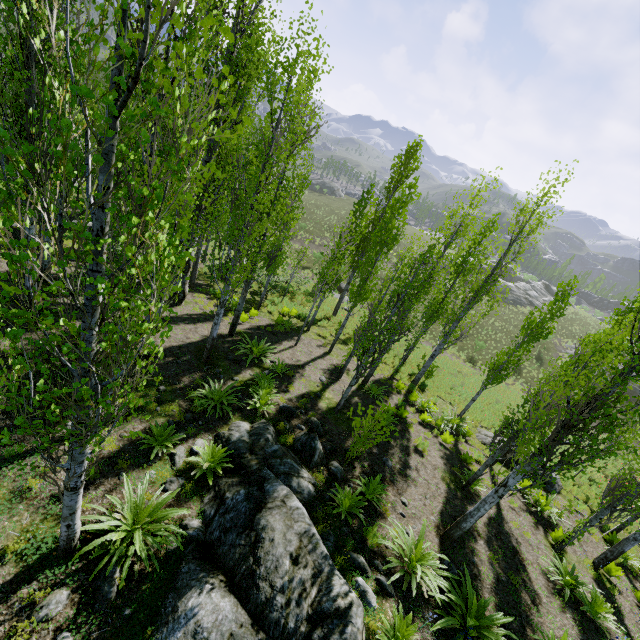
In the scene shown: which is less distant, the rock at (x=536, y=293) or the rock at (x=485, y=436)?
the rock at (x=485, y=436)

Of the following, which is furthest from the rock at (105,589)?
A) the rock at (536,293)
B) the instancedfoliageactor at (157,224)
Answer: the rock at (536,293)

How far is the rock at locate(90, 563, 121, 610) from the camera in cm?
470

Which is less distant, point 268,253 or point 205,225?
point 205,225

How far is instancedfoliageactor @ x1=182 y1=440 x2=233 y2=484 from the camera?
7.10m

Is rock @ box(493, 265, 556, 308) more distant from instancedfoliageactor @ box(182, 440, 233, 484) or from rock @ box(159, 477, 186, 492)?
rock @ box(159, 477, 186, 492)

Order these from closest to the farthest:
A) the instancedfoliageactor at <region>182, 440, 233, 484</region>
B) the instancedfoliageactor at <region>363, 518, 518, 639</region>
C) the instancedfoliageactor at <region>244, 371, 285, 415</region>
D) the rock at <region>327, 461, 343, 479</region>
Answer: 1. the instancedfoliageactor at <region>363, 518, 518, 639</region>
2. the instancedfoliageactor at <region>182, 440, 233, 484</region>
3. the rock at <region>327, 461, 343, 479</region>
4. the instancedfoliageactor at <region>244, 371, 285, 415</region>
